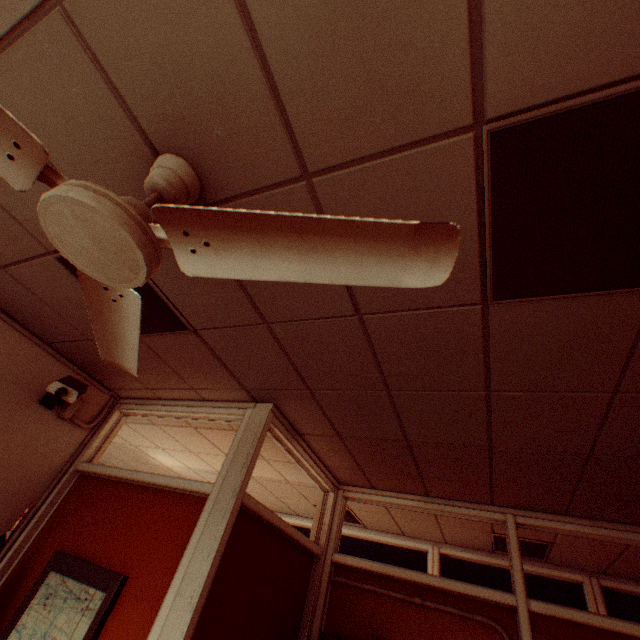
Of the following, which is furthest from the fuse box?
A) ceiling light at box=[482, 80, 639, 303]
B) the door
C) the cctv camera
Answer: the door

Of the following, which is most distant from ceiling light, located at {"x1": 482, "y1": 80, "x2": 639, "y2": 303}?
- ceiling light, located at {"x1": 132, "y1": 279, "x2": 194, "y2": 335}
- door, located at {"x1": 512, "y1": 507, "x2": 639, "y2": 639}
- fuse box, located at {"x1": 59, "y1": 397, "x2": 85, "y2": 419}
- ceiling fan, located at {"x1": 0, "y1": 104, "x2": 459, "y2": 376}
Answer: fuse box, located at {"x1": 59, "y1": 397, "x2": 85, "y2": 419}

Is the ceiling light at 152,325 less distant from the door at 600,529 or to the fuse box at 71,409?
the fuse box at 71,409

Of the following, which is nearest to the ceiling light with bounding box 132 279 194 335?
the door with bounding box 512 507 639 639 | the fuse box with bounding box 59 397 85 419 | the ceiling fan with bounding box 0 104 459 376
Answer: the ceiling fan with bounding box 0 104 459 376

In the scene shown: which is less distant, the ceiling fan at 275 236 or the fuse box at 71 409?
the ceiling fan at 275 236

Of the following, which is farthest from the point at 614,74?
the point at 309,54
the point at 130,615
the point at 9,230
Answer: the point at 130,615

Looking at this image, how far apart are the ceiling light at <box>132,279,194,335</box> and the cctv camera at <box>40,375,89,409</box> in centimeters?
75cm

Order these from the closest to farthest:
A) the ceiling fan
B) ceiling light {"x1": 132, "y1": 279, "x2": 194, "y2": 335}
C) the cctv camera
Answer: the ceiling fan < ceiling light {"x1": 132, "y1": 279, "x2": 194, "y2": 335} < the cctv camera
